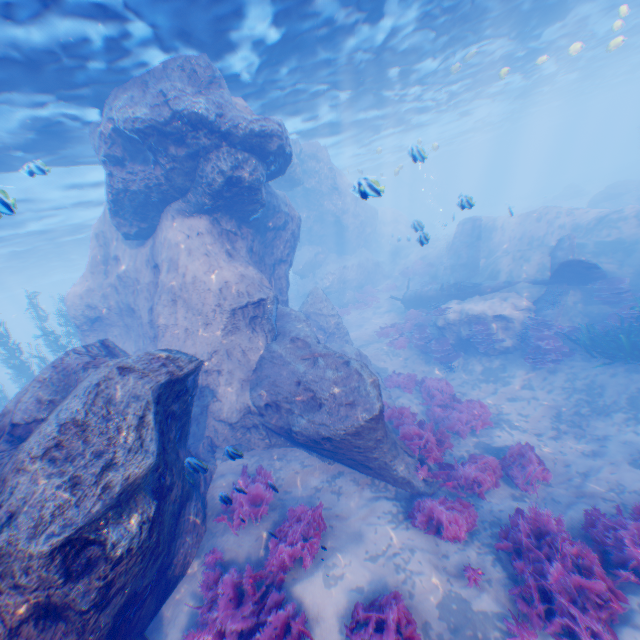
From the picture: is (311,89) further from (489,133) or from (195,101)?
(489,133)

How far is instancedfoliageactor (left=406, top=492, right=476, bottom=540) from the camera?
6.4m

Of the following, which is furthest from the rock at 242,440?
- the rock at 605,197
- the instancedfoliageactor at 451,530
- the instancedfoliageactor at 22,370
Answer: the rock at 605,197

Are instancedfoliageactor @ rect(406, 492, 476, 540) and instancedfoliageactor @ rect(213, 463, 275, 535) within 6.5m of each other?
yes

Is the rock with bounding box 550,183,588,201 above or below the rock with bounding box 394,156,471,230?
below

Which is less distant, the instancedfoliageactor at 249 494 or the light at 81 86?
the instancedfoliageactor at 249 494

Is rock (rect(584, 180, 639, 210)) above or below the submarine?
below

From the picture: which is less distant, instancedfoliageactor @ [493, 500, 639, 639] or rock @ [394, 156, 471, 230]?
instancedfoliageactor @ [493, 500, 639, 639]
